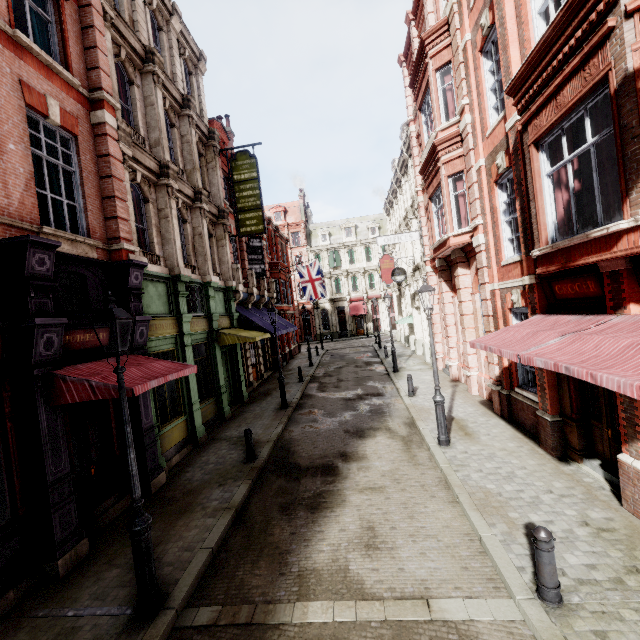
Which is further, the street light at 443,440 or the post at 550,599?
the street light at 443,440

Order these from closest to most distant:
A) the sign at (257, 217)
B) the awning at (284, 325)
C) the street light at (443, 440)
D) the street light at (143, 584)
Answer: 1. the street light at (143, 584)
2. the street light at (443, 440)
3. the sign at (257, 217)
4. the awning at (284, 325)

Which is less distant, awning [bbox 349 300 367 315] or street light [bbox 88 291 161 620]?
street light [bbox 88 291 161 620]

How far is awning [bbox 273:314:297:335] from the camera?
18.99m

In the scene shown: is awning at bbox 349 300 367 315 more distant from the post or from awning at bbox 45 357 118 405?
the post

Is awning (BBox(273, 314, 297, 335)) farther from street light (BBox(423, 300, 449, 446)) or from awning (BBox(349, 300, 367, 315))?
awning (BBox(349, 300, 367, 315))

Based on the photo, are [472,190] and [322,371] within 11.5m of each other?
no

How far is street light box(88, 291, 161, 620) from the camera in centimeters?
477cm
